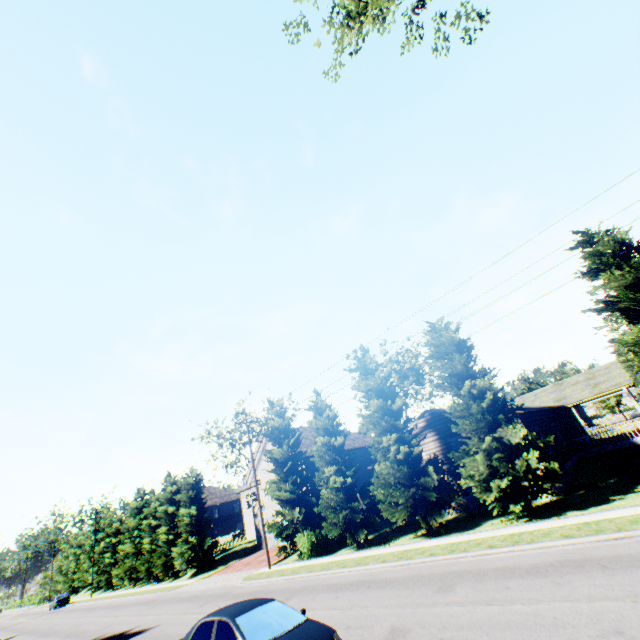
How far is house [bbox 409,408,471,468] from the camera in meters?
21.3

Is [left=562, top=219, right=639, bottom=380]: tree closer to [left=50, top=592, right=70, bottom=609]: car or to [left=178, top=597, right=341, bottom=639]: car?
[left=50, top=592, right=70, bottom=609]: car

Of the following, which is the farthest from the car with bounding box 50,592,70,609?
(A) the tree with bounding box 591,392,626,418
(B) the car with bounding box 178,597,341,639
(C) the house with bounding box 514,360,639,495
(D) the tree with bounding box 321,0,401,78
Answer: (A) the tree with bounding box 591,392,626,418

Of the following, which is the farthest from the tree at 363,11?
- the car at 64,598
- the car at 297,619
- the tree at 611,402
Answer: the car at 297,619

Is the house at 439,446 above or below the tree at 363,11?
below

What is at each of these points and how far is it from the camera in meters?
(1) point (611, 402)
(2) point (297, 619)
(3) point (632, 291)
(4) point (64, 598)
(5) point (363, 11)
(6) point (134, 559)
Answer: (1) tree, 36.4 m
(2) car, 7.4 m
(3) tree, 13.4 m
(4) car, 49.1 m
(5) tree, 11.4 m
(6) tree, 43.0 m

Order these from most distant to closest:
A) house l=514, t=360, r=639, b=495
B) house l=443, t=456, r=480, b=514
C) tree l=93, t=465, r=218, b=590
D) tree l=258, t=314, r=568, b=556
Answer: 1. tree l=93, t=465, r=218, b=590
2. house l=514, t=360, r=639, b=495
3. house l=443, t=456, r=480, b=514
4. tree l=258, t=314, r=568, b=556

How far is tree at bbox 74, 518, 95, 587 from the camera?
54.38m
